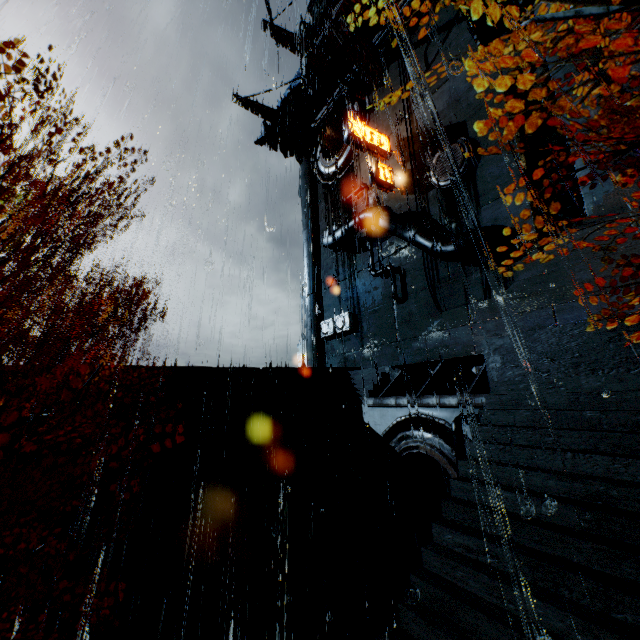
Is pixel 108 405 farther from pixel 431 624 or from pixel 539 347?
pixel 539 347

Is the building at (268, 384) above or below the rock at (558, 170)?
below

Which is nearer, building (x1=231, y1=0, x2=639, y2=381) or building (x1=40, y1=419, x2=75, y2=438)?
building (x1=231, y1=0, x2=639, y2=381)

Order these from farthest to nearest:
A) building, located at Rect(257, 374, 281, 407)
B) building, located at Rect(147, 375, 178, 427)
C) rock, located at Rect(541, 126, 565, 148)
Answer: rock, located at Rect(541, 126, 565, 148), building, located at Rect(257, 374, 281, 407), building, located at Rect(147, 375, 178, 427)

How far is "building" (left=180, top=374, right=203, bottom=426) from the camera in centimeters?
1530cm

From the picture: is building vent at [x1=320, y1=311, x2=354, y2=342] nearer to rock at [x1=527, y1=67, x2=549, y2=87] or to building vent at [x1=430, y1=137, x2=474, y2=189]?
building vent at [x1=430, y1=137, x2=474, y2=189]

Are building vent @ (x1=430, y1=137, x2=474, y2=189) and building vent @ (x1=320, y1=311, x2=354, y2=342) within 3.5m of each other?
no

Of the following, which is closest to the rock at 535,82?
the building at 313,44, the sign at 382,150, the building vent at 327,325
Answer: the building at 313,44
